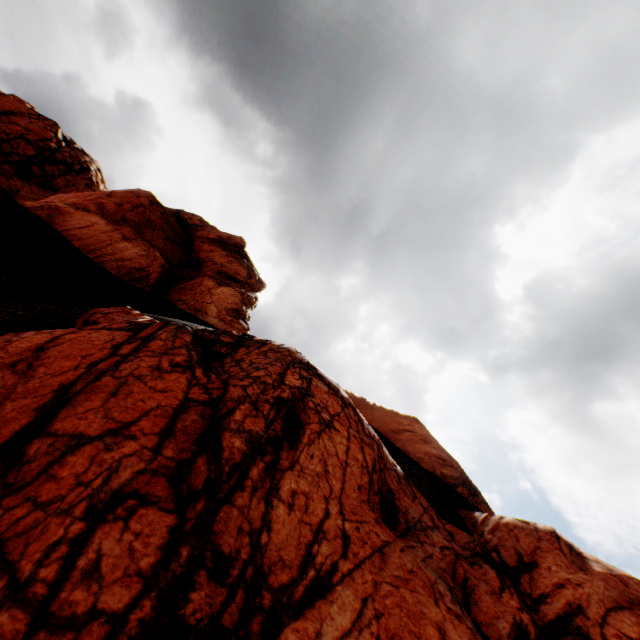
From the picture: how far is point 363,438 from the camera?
4.75m
